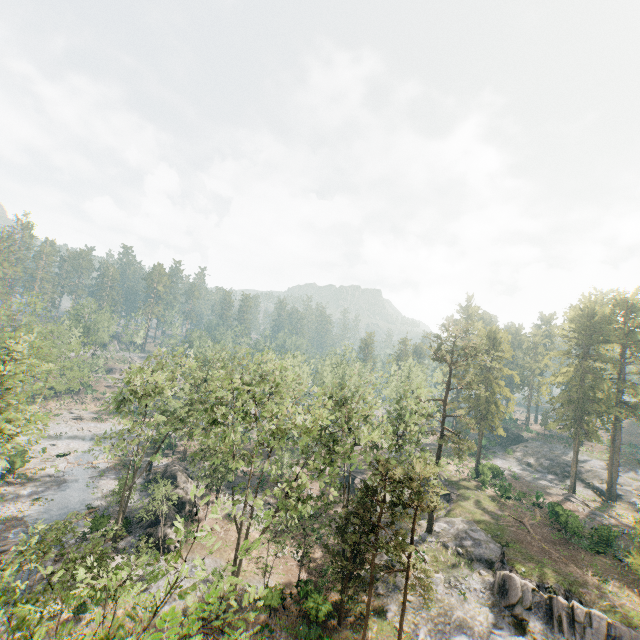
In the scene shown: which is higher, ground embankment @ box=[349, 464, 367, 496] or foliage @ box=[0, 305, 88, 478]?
foliage @ box=[0, 305, 88, 478]

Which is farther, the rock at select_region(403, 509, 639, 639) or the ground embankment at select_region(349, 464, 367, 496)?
the ground embankment at select_region(349, 464, 367, 496)

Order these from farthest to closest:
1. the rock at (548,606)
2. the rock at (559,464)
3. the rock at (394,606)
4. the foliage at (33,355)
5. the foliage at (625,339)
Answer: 1. the rock at (559,464)
2. the foliage at (625,339)
3. the rock at (394,606)
4. the rock at (548,606)
5. the foliage at (33,355)

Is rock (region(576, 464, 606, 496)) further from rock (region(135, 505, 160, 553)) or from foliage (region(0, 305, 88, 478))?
rock (region(135, 505, 160, 553))

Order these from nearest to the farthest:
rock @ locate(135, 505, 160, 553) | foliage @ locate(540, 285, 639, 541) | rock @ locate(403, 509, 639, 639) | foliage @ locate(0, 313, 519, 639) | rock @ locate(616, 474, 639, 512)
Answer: foliage @ locate(0, 313, 519, 639) < rock @ locate(403, 509, 639, 639) < rock @ locate(135, 505, 160, 553) < foliage @ locate(540, 285, 639, 541) < rock @ locate(616, 474, 639, 512)

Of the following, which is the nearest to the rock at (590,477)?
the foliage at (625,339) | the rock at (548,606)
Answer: the foliage at (625,339)

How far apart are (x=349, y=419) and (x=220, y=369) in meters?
21.0

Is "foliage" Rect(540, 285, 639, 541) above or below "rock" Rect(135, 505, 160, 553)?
above
